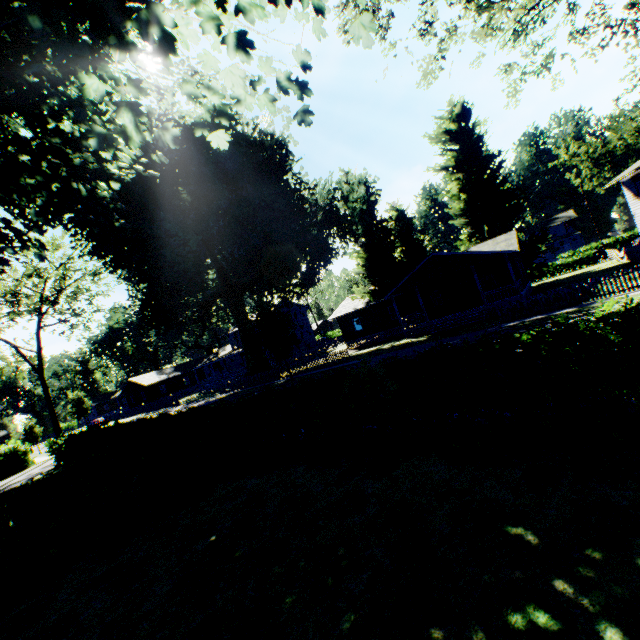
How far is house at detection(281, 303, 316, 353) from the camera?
53.6m

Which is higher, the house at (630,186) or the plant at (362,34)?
the plant at (362,34)

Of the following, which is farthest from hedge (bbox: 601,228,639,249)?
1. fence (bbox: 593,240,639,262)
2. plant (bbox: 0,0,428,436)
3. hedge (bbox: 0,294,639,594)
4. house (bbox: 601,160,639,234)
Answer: hedge (bbox: 0,294,639,594)

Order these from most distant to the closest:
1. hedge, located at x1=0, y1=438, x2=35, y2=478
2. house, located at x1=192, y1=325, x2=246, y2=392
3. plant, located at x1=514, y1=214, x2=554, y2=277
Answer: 1. house, located at x1=192, y1=325, x2=246, y2=392
2. plant, located at x1=514, y1=214, x2=554, y2=277
3. hedge, located at x1=0, y1=438, x2=35, y2=478

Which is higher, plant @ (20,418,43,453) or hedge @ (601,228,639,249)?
plant @ (20,418,43,453)

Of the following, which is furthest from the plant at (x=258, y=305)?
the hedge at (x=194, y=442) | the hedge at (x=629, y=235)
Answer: the hedge at (x=629, y=235)

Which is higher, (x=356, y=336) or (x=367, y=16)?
(x=367, y=16)

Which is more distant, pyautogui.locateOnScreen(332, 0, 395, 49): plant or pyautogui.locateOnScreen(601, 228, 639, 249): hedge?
pyautogui.locateOnScreen(601, 228, 639, 249): hedge
